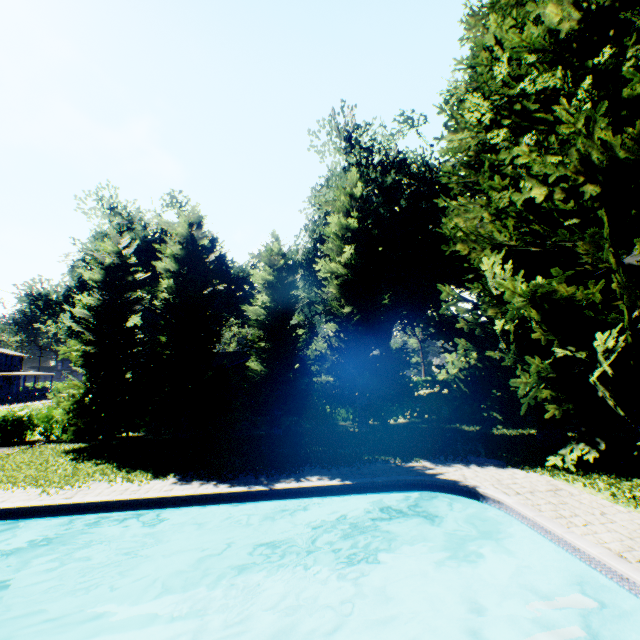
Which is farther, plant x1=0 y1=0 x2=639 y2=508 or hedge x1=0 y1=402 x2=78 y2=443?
hedge x1=0 y1=402 x2=78 y2=443

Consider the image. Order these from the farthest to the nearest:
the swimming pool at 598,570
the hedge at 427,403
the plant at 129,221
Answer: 1. the plant at 129,221
2. the hedge at 427,403
3. the swimming pool at 598,570

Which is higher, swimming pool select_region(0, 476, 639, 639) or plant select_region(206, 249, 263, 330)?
plant select_region(206, 249, 263, 330)

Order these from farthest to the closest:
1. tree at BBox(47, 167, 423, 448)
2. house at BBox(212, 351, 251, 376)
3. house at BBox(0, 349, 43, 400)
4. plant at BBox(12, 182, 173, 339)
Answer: house at BBox(0, 349, 43, 400) < plant at BBox(12, 182, 173, 339) < house at BBox(212, 351, 251, 376) < tree at BBox(47, 167, 423, 448)

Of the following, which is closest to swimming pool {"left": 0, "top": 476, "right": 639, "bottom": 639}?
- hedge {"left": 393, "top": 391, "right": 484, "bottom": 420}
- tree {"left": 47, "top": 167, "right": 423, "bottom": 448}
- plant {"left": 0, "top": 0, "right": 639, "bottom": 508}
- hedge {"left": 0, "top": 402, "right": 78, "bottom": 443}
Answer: plant {"left": 0, "top": 0, "right": 639, "bottom": 508}

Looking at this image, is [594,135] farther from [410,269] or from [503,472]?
[410,269]

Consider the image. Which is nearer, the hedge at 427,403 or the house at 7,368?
the hedge at 427,403

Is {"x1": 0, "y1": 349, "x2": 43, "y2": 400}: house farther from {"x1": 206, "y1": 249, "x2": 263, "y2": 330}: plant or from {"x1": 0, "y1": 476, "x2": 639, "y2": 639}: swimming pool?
{"x1": 0, "y1": 476, "x2": 639, "y2": 639}: swimming pool
